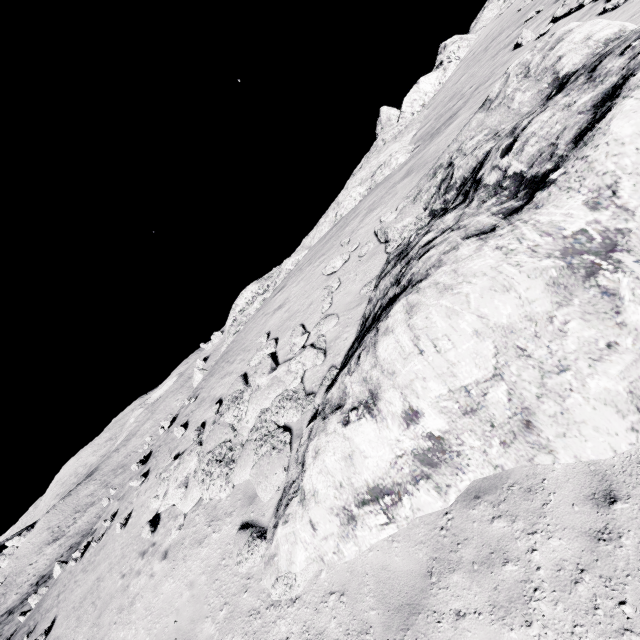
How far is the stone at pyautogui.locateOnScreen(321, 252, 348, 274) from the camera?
12.1m

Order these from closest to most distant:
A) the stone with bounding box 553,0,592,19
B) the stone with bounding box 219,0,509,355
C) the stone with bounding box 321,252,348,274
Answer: the stone with bounding box 321,252,348,274
the stone with bounding box 553,0,592,19
the stone with bounding box 219,0,509,355

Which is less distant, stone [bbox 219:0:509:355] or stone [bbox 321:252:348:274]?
stone [bbox 321:252:348:274]

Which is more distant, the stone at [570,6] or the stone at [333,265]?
the stone at [570,6]

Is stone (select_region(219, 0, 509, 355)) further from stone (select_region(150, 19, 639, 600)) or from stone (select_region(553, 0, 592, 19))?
stone (select_region(553, 0, 592, 19))

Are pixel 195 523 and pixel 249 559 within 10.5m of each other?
yes

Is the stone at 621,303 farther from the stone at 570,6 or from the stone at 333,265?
the stone at 570,6
